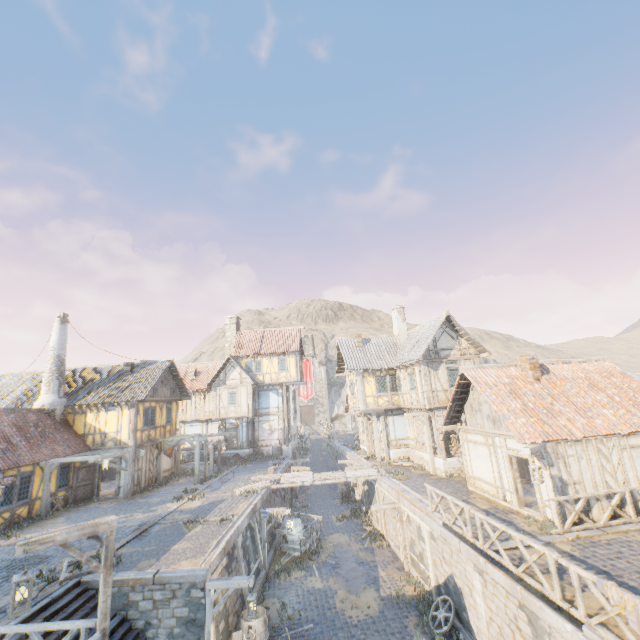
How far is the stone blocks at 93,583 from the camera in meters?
10.3 m

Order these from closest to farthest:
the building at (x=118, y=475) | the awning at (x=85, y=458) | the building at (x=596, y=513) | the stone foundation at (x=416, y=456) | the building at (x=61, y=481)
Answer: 1. the building at (x=596, y=513)
2. the awning at (x=85, y=458)
3. the building at (x=61, y=481)
4. the building at (x=118, y=475)
5. the stone foundation at (x=416, y=456)

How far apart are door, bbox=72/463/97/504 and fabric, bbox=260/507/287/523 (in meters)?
11.53

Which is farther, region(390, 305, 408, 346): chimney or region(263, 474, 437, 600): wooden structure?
region(390, 305, 408, 346): chimney

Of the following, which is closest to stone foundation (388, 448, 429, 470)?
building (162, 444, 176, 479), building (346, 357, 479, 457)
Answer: building (346, 357, 479, 457)

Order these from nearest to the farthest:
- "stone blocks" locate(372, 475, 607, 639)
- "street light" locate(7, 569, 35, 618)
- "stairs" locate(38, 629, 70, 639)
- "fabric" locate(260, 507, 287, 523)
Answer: "street light" locate(7, 569, 35, 618) → "stone blocks" locate(372, 475, 607, 639) → "stairs" locate(38, 629, 70, 639) → "fabric" locate(260, 507, 287, 523)

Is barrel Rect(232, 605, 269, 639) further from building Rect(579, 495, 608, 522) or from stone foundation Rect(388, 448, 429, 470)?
stone foundation Rect(388, 448, 429, 470)

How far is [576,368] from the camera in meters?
15.4 m
